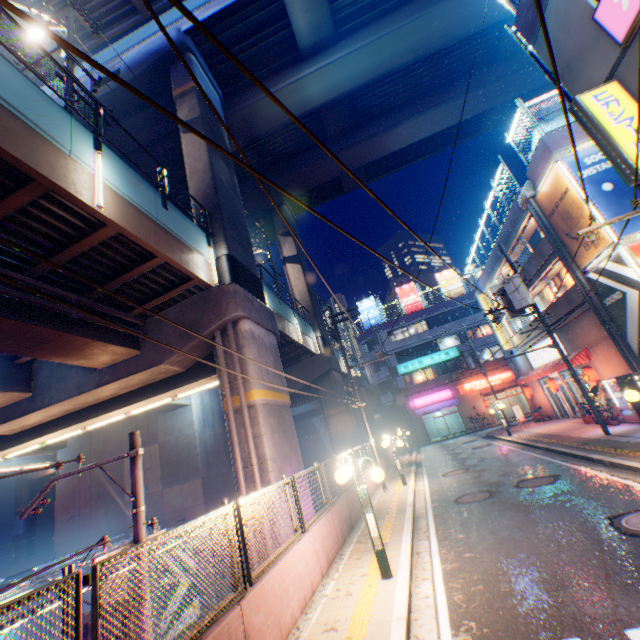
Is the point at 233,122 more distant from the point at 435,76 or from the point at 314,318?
the point at 435,76

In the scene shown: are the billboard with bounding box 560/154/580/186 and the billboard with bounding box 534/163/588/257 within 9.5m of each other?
yes

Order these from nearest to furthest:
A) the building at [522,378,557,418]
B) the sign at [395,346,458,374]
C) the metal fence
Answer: the metal fence → the building at [522,378,557,418] → the sign at [395,346,458,374]

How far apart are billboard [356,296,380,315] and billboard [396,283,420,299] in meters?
3.3

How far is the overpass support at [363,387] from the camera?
36.03m

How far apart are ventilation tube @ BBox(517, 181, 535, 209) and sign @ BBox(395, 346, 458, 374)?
25.0 meters

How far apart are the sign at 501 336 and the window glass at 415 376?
13.5m

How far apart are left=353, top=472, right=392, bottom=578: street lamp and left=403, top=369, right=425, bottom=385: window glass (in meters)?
35.41
